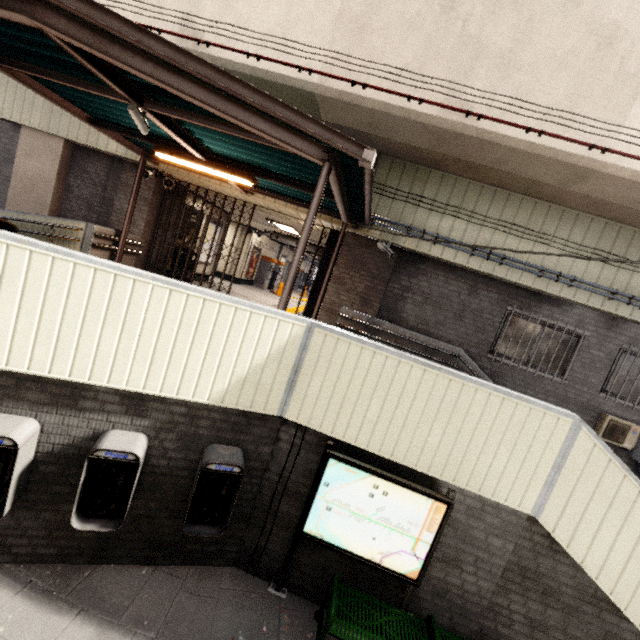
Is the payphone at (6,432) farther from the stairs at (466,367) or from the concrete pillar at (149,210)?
the concrete pillar at (149,210)

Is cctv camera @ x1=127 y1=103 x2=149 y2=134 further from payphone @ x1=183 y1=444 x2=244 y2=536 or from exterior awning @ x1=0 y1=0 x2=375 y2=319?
payphone @ x1=183 y1=444 x2=244 y2=536

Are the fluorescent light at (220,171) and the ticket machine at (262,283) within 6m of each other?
no

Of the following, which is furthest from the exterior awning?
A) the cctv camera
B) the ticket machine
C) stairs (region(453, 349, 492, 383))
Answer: the ticket machine

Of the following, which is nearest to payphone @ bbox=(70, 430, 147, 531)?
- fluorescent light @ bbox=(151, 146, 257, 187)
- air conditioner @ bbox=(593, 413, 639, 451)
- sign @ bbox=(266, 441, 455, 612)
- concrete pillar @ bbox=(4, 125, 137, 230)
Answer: sign @ bbox=(266, 441, 455, 612)

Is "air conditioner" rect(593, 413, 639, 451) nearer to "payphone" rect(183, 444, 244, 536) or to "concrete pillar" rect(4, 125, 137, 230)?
"payphone" rect(183, 444, 244, 536)

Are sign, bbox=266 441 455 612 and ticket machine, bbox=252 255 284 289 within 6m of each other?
no

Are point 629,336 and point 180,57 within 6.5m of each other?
no
